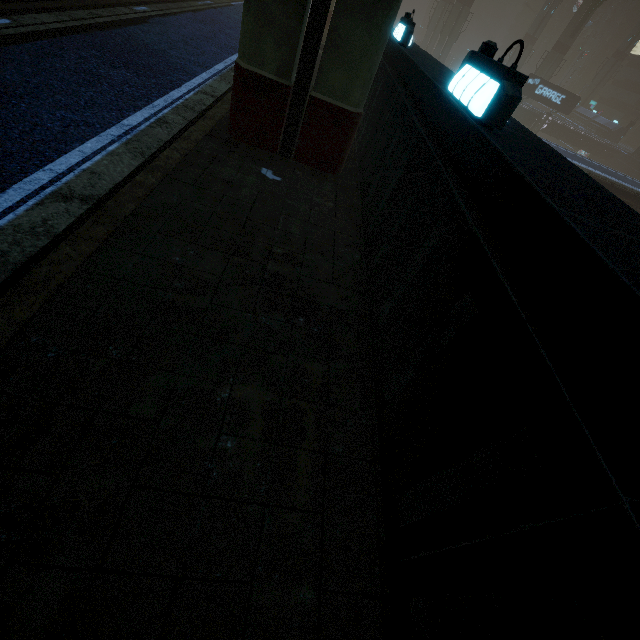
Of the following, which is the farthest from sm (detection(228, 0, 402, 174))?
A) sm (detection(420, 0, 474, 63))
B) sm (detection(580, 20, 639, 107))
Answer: sm (detection(580, 20, 639, 107))

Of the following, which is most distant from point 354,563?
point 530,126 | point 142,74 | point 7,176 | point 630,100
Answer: point 630,100

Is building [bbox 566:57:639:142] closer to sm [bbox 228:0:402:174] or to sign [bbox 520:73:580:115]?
Result: sign [bbox 520:73:580:115]

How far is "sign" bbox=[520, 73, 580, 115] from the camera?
38.59m

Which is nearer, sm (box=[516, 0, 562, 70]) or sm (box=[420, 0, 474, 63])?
sm (box=[420, 0, 474, 63])

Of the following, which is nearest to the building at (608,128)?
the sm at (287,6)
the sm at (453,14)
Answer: the sm at (453,14)

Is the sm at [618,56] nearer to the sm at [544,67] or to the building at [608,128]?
A: the building at [608,128]

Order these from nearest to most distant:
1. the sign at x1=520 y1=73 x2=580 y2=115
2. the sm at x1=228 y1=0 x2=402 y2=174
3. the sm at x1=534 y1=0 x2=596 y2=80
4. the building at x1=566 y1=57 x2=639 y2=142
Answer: the sm at x1=228 y1=0 x2=402 y2=174 → the sign at x1=520 y1=73 x2=580 y2=115 → the sm at x1=534 y1=0 x2=596 y2=80 → the building at x1=566 y1=57 x2=639 y2=142
